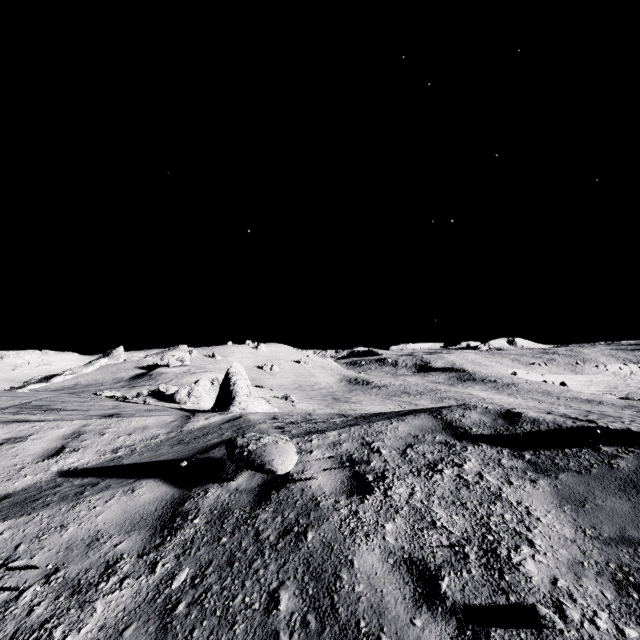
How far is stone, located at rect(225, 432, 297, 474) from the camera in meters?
3.7 m

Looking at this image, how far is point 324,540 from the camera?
2.9 meters

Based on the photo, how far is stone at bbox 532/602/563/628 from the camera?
1.88m

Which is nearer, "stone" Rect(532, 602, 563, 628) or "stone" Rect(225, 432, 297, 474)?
"stone" Rect(532, 602, 563, 628)

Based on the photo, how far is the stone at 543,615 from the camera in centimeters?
188cm

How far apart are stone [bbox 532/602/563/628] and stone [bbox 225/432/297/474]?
2.38m

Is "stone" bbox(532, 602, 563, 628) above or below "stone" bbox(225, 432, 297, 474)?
below

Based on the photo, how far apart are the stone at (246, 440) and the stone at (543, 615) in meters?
2.4 m
